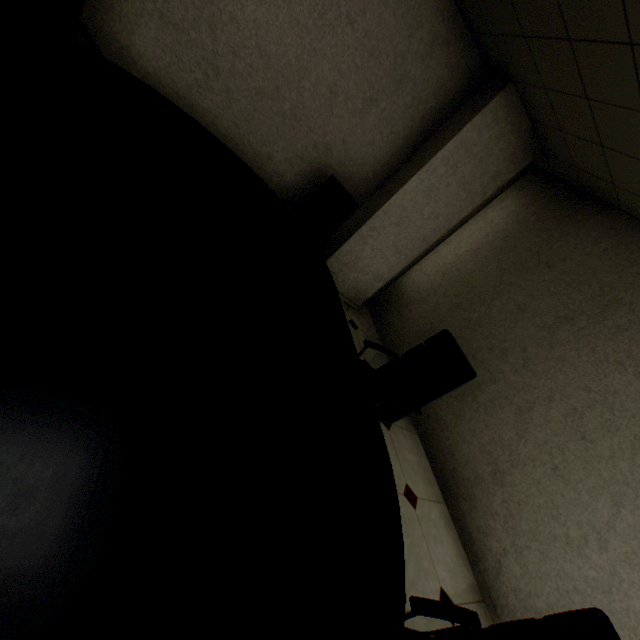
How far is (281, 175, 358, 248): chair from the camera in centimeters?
349cm

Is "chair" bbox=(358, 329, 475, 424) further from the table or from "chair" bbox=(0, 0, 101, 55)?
"chair" bbox=(0, 0, 101, 55)

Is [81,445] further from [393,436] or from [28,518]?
[393,436]

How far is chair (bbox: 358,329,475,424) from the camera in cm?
232

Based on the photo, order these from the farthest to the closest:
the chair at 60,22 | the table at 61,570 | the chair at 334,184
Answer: the chair at 334,184 < the chair at 60,22 < the table at 61,570

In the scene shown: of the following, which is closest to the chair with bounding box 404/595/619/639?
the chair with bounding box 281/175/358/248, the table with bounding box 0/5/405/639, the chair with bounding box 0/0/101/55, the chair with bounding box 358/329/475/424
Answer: the table with bounding box 0/5/405/639

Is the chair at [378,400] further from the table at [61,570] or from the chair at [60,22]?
the chair at [60,22]

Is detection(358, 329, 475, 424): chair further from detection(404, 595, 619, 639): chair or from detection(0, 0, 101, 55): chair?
detection(0, 0, 101, 55): chair
